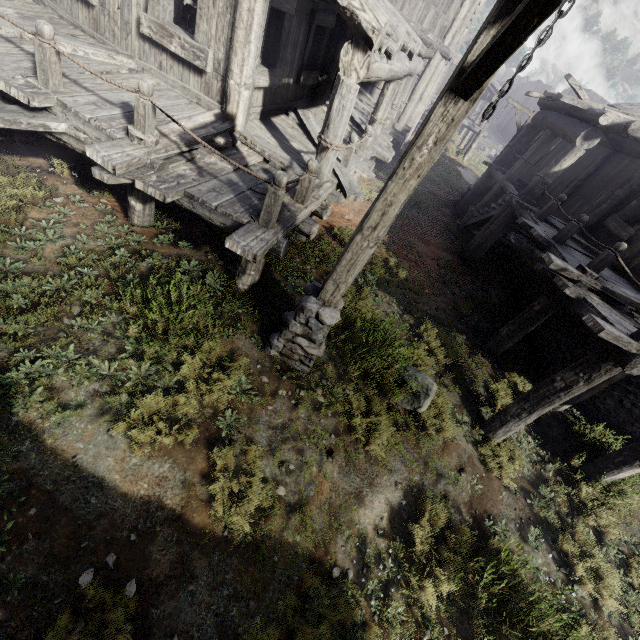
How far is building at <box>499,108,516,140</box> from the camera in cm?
5170

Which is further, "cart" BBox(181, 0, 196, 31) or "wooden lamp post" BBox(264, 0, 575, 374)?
"cart" BBox(181, 0, 196, 31)

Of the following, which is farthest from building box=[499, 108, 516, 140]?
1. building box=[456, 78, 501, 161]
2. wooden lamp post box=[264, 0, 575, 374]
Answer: wooden lamp post box=[264, 0, 575, 374]

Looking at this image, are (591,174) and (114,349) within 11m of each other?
no

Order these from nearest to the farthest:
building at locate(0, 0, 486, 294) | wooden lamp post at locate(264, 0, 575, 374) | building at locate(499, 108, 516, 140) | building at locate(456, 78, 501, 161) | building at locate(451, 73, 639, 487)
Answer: wooden lamp post at locate(264, 0, 575, 374) < building at locate(0, 0, 486, 294) < building at locate(451, 73, 639, 487) < building at locate(456, 78, 501, 161) < building at locate(499, 108, 516, 140)

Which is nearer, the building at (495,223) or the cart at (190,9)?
the building at (495,223)

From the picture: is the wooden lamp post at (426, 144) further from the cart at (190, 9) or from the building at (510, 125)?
the cart at (190, 9)

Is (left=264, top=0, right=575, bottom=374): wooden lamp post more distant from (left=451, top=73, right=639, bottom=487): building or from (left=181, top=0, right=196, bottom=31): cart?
(left=181, top=0, right=196, bottom=31): cart
